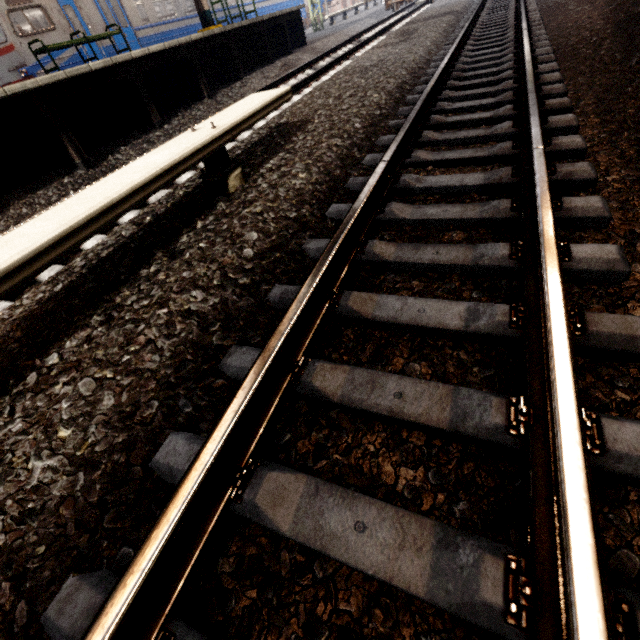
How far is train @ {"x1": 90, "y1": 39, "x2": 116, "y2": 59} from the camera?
11.52m

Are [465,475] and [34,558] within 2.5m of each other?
yes

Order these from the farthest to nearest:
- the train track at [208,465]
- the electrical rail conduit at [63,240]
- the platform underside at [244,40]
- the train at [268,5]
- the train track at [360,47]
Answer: the train at [268,5]
the train track at [360,47]
the platform underside at [244,40]
the electrical rail conduit at [63,240]
the train track at [208,465]

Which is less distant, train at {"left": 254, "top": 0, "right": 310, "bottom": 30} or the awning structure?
the awning structure

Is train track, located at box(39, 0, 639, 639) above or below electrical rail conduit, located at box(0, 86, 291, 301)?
below

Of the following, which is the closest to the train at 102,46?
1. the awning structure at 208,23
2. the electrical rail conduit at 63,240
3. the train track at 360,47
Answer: the awning structure at 208,23

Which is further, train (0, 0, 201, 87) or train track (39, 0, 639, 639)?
train (0, 0, 201, 87)

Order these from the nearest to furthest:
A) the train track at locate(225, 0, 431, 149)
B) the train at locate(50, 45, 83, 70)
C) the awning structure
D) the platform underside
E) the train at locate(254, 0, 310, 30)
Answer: the platform underside < the train track at locate(225, 0, 431, 149) < the train at locate(50, 45, 83, 70) < the awning structure < the train at locate(254, 0, 310, 30)
